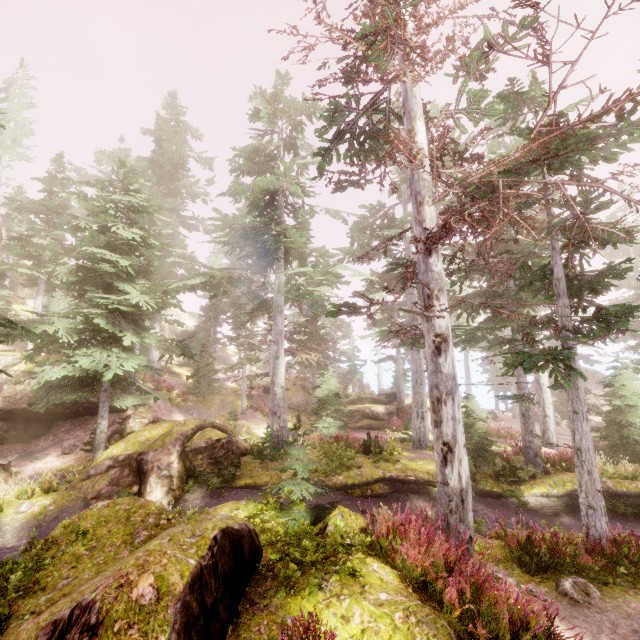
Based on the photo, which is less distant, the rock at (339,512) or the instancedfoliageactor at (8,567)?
the instancedfoliageactor at (8,567)

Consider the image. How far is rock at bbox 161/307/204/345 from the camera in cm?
4401

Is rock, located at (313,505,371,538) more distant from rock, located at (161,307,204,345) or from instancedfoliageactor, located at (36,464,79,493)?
rock, located at (161,307,204,345)

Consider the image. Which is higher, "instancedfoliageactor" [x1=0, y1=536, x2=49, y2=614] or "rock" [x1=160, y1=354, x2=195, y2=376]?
"rock" [x1=160, y1=354, x2=195, y2=376]

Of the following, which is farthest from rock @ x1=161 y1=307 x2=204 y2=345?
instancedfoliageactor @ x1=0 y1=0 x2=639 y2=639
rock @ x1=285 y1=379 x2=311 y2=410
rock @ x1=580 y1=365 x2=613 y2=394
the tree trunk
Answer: rock @ x1=580 y1=365 x2=613 y2=394

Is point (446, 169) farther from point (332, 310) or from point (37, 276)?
point (37, 276)

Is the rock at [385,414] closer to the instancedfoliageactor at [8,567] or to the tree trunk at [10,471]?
the instancedfoliageactor at [8,567]

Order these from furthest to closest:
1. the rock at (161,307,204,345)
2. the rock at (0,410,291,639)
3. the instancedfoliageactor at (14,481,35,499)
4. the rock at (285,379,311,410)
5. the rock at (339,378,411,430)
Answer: the rock at (161,307,204,345)
the rock at (285,379,311,410)
the rock at (339,378,411,430)
the instancedfoliageactor at (14,481,35,499)
the rock at (0,410,291,639)
